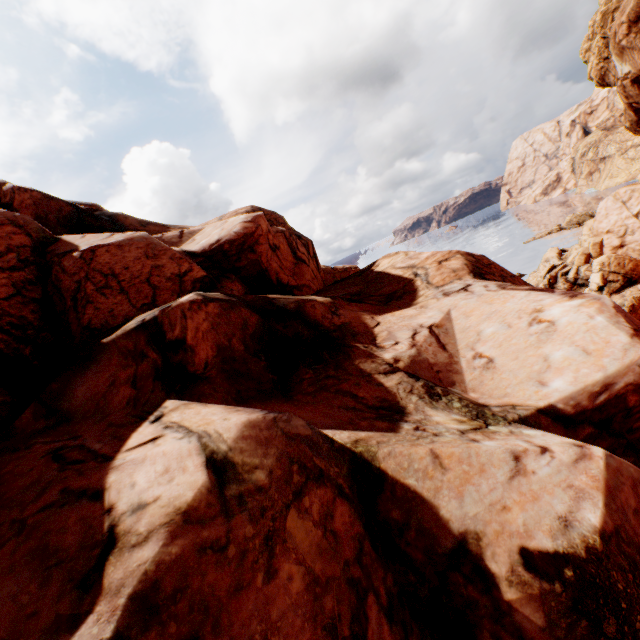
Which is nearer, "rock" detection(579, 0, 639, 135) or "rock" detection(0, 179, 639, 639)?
"rock" detection(0, 179, 639, 639)

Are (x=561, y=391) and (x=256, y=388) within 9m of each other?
yes

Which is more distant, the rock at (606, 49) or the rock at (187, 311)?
the rock at (606, 49)
